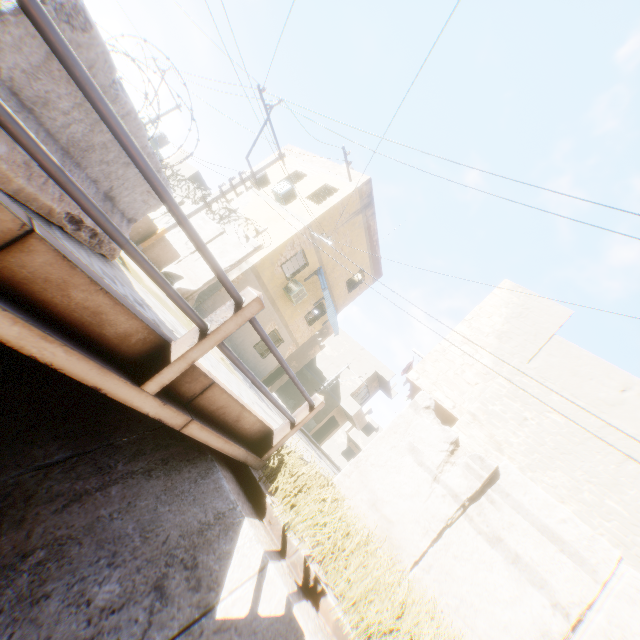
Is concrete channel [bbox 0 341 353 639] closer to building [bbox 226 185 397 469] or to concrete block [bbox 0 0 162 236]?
building [bbox 226 185 397 469]

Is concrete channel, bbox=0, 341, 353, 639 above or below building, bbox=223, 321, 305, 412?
below

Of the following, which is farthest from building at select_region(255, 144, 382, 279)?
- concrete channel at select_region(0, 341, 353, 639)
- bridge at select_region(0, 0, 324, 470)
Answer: bridge at select_region(0, 0, 324, 470)

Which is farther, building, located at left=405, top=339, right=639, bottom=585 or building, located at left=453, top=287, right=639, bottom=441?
building, located at left=453, top=287, right=639, bottom=441

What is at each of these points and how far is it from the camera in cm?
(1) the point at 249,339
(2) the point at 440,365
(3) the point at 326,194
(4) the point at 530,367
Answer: (1) building, 1608
(2) building, 967
(3) building, 1780
(4) building, 881

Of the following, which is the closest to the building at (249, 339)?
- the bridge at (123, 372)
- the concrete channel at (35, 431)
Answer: the concrete channel at (35, 431)
